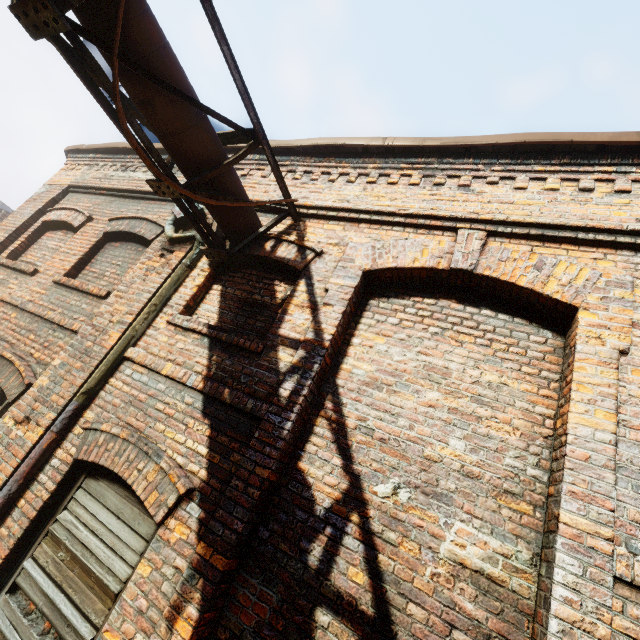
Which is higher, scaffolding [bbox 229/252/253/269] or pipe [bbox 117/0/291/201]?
pipe [bbox 117/0/291/201]

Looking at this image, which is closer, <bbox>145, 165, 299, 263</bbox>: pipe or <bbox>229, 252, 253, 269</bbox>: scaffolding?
<bbox>145, 165, 299, 263</bbox>: pipe

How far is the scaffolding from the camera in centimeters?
398cm

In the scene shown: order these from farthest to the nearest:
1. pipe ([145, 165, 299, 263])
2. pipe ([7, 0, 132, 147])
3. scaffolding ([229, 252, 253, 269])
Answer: scaffolding ([229, 252, 253, 269]) < pipe ([145, 165, 299, 263]) < pipe ([7, 0, 132, 147])

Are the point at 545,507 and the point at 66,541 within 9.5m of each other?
yes

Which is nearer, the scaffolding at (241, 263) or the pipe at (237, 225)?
the pipe at (237, 225)
